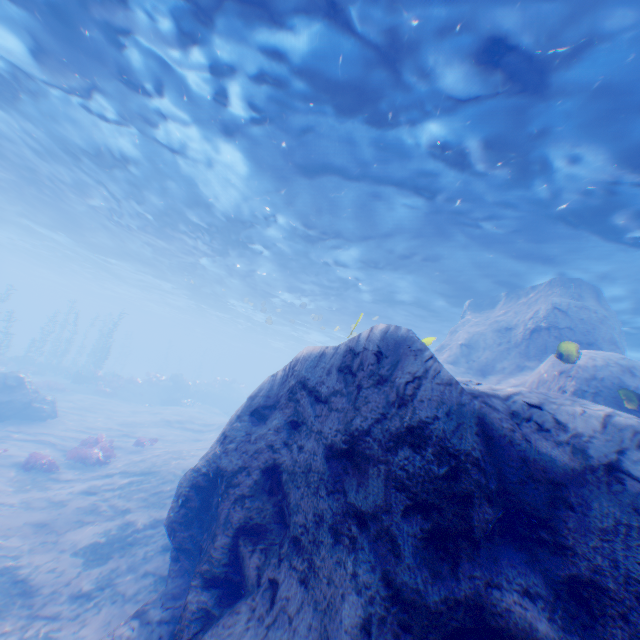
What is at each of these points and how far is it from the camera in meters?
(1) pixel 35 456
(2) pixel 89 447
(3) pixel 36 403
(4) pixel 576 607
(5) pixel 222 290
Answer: (1) instancedfoliageactor, 12.5 m
(2) instancedfoliageactor, 14.4 m
(3) rock, 18.2 m
(4) rock, 3.0 m
(5) light, 31.8 m

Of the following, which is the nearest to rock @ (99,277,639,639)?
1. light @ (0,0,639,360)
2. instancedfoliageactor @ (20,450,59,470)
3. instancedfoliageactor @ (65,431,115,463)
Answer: light @ (0,0,639,360)

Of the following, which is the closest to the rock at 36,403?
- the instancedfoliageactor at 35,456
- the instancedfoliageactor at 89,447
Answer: the instancedfoliageactor at 89,447

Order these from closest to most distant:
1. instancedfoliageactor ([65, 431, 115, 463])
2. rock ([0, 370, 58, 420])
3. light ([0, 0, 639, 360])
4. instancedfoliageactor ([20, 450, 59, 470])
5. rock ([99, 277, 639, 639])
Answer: rock ([99, 277, 639, 639]) → light ([0, 0, 639, 360]) → instancedfoliageactor ([20, 450, 59, 470]) → instancedfoliageactor ([65, 431, 115, 463]) → rock ([0, 370, 58, 420])

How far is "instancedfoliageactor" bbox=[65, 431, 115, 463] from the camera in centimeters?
1385cm

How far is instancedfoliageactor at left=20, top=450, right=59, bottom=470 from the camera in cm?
1205
